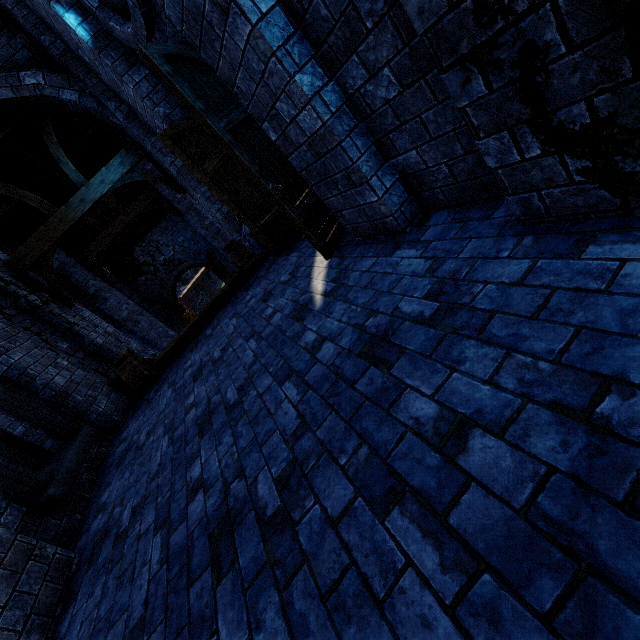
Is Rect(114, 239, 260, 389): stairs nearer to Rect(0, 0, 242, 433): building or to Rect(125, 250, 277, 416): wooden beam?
Rect(125, 250, 277, 416): wooden beam

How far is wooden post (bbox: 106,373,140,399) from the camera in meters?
6.6

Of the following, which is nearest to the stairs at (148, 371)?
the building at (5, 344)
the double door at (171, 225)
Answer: the building at (5, 344)

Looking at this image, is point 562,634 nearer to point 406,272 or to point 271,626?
point 271,626

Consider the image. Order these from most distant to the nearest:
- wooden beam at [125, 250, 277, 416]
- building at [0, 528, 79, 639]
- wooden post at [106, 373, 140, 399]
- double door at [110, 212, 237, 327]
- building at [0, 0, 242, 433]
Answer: double door at [110, 212, 237, 327], wooden post at [106, 373, 140, 399], wooden beam at [125, 250, 277, 416], building at [0, 0, 242, 433], building at [0, 528, 79, 639]

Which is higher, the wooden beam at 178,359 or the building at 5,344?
the building at 5,344

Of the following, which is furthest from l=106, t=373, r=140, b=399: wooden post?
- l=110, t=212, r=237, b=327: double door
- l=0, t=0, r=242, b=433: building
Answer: l=110, t=212, r=237, b=327: double door

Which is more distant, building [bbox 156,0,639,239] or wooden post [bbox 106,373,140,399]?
wooden post [bbox 106,373,140,399]
